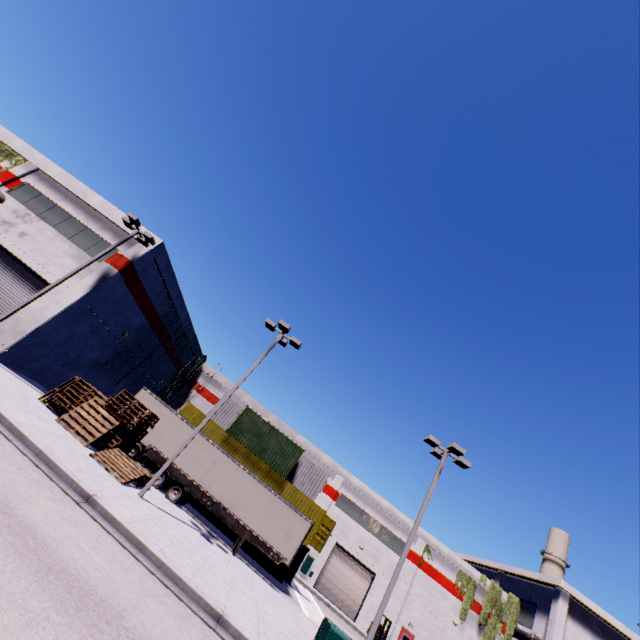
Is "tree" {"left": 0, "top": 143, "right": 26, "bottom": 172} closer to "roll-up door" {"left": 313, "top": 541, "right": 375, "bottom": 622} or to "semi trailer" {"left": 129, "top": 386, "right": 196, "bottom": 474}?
"semi trailer" {"left": 129, "top": 386, "right": 196, "bottom": 474}

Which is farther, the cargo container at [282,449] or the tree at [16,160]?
the cargo container at [282,449]

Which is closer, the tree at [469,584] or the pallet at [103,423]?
the pallet at [103,423]

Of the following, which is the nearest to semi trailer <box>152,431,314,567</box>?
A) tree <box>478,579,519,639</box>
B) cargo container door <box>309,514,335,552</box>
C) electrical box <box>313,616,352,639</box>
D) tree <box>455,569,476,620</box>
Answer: cargo container door <box>309,514,335,552</box>

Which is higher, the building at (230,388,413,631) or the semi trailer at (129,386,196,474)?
the building at (230,388,413,631)

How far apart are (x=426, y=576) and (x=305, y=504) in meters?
19.3 m

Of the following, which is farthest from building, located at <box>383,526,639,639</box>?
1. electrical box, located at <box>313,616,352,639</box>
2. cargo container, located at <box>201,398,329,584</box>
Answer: electrical box, located at <box>313,616,352,639</box>

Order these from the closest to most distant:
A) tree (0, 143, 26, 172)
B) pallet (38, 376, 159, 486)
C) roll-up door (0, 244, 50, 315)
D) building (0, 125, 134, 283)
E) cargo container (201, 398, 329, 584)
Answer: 1. pallet (38, 376, 159, 486)
2. roll-up door (0, 244, 50, 315)
3. building (0, 125, 134, 283)
4. tree (0, 143, 26, 172)
5. cargo container (201, 398, 329, 584)
